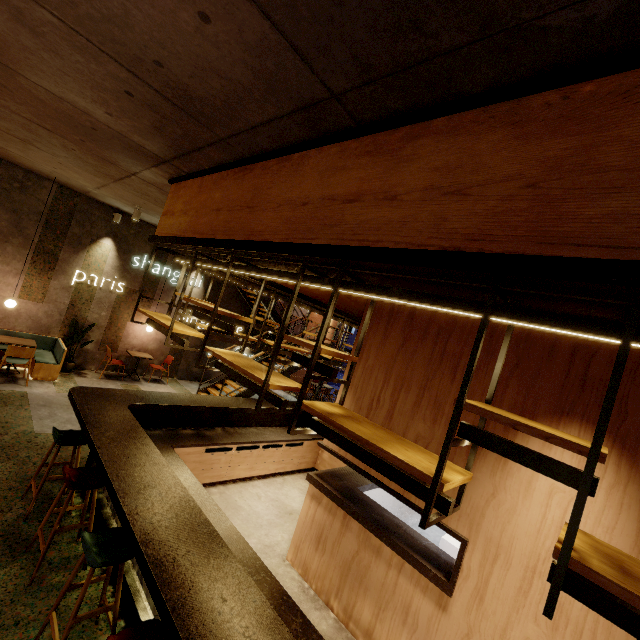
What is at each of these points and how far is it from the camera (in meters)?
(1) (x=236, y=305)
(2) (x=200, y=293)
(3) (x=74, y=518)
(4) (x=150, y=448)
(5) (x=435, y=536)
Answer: (1) building, 12.15
(2) building, 11.07
(3) building, 3.93
(4) bar counter, 3.74
(5) building, 6.22

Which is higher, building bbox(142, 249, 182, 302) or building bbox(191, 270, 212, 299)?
building bbox(191, 270, 212, 299)

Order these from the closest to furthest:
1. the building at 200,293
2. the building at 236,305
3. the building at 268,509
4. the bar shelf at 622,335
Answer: the bar shelf at 622,335 → the building at 268,509 → the building at 200,293 → the building at 236,305

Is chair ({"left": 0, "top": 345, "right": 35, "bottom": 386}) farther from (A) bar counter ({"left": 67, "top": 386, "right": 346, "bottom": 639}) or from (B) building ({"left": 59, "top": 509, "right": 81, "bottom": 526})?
(A) bar counter ({"left": 67, "top": 386, "right": 346, "bottom": 639})

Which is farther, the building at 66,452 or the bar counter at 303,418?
the bar counter at 303,418

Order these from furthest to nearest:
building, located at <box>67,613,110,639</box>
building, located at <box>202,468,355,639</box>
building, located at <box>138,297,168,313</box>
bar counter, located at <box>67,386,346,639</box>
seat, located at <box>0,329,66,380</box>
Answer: building, located at <box>138,297,168,313</box> → seat, located at <box>0,329,66,380</box> → building, located at <box>202,468,355,639</box> → building, located at <box>67,613,110,639</box> → bar counter, located at <box>67,386,346,639</box>
